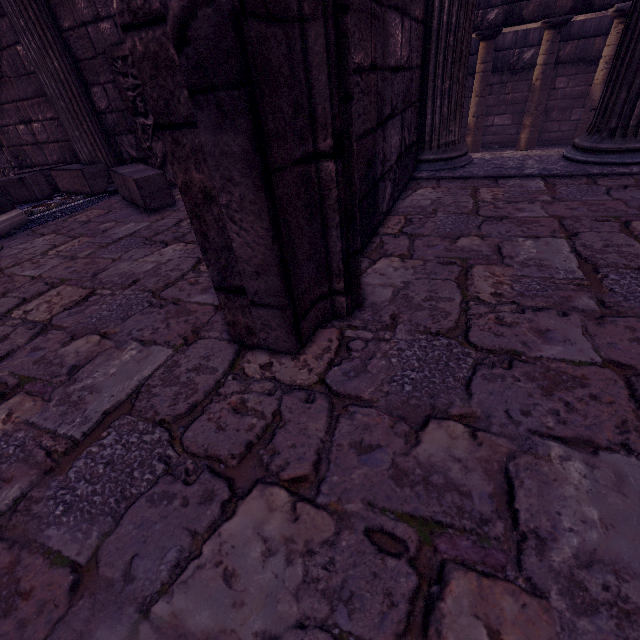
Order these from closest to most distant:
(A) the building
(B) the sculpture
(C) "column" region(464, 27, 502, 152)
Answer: (A) the building → (B) the sculpture → (C) "column" region(464, 27, 502, 152)

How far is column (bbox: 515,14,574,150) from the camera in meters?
5.9

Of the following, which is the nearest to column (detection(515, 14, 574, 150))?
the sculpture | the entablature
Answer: the entablature

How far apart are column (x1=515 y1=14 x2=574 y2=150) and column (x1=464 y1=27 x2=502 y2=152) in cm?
64

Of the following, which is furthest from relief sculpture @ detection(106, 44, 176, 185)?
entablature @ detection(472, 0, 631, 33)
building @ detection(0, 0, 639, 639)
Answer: entablature @ detection(472, 0, 631, 33)

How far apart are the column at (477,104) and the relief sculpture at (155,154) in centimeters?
617cm

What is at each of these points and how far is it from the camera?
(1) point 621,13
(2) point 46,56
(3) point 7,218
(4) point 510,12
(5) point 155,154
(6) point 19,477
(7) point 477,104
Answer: (1) column, 5.4 meters
(2) column, 3.2 meters
(3) sculpture, 2.9 meters
(4) entablature, 5.9 meters
(5) relief sculpture, 3.6 meters
(6) building, 0.9 meters
(7) column, 7.0 meters

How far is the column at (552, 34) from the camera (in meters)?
5.87
